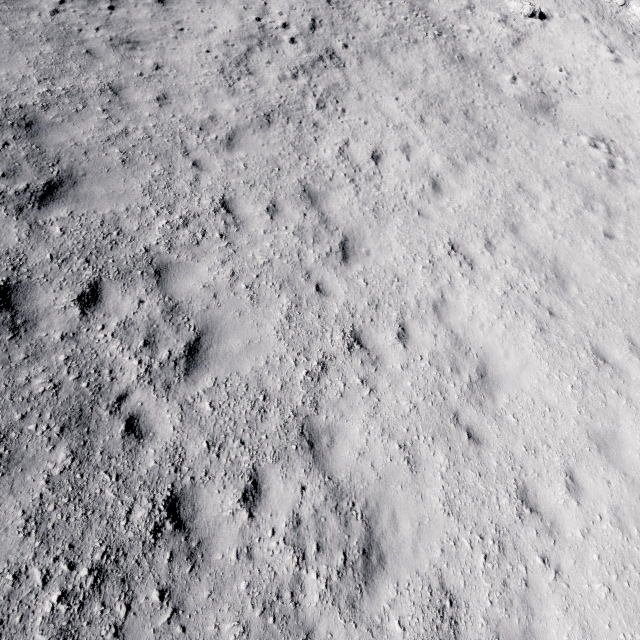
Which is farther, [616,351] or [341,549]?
[616,351]
